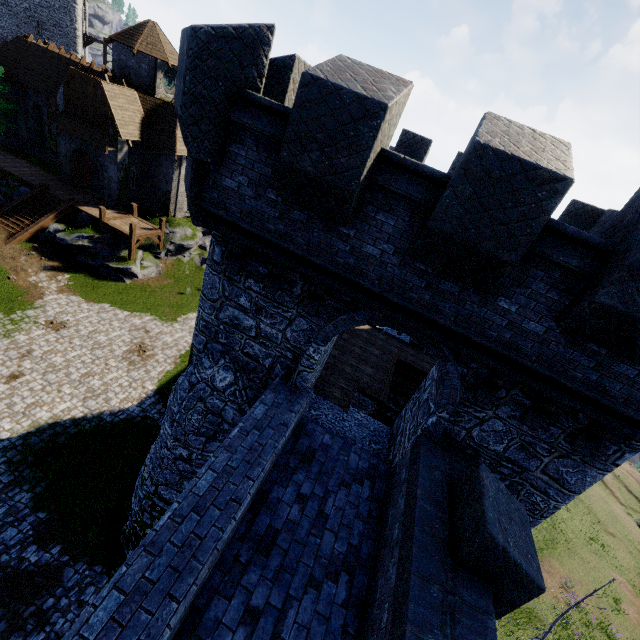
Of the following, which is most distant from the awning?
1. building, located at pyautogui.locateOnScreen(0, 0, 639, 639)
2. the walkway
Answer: building, located at pyautogui.locateOnScreen(0, 0, 639, 639)

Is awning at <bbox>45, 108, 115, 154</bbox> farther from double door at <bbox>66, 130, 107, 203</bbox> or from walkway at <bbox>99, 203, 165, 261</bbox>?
walkway at <bbox>99, 203, 165, 261</bbox>

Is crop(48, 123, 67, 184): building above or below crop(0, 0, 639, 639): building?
below

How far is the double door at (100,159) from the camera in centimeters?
2619cm

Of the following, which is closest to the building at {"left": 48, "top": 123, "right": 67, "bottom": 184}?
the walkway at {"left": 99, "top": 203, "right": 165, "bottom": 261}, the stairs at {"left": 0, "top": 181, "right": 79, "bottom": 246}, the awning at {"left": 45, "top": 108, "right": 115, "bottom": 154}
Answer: the awning at {"left": 45, "top": 108, "right": 115, "bottom": 154}

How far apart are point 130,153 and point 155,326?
15.24m

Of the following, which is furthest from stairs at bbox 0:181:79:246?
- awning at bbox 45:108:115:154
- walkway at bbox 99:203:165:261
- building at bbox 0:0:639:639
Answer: building at bbox 0:0:639:639

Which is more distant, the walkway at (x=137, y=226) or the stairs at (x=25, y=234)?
the walkway at (x=137, y=226)
